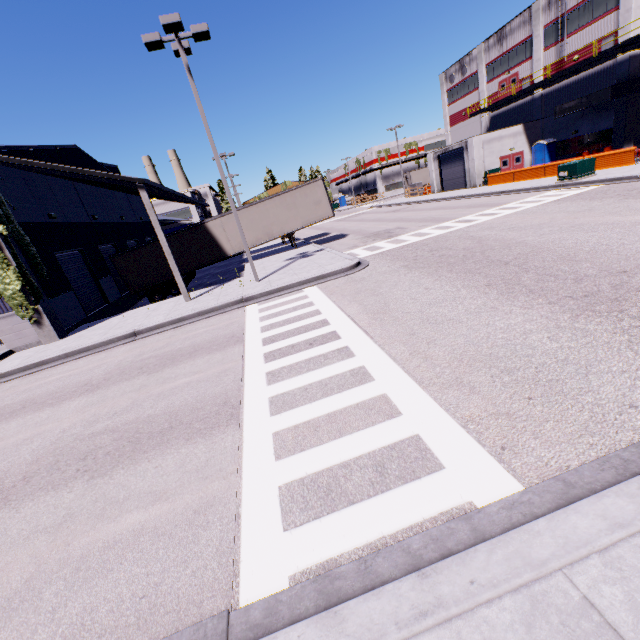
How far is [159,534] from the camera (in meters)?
3.68

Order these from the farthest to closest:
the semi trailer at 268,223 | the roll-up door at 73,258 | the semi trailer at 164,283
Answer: the semi trailer at 268,223 < the semi trailer at 164,283 < the roll-up door at 73,258

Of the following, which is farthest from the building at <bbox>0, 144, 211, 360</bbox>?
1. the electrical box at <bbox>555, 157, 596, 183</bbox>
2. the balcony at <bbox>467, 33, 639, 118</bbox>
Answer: the electrical box at <bbox>555, 157, 596, 183</bbox>

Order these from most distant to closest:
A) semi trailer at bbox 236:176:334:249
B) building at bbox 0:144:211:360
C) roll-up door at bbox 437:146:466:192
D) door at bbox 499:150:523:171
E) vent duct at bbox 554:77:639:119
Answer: roll-up door at bbox 437:146:466:192 → door at bbox 499:150:523:171 → vent duct at bbox 554:77:639:119 → semi trailer at bbox 236:176:334:249 → building at bbox 0:144:211:360

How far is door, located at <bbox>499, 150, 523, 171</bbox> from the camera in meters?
33.8 m

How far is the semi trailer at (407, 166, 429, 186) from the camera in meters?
53.9

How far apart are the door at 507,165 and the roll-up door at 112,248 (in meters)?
36.85

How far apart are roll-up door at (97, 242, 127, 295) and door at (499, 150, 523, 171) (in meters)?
36.85
